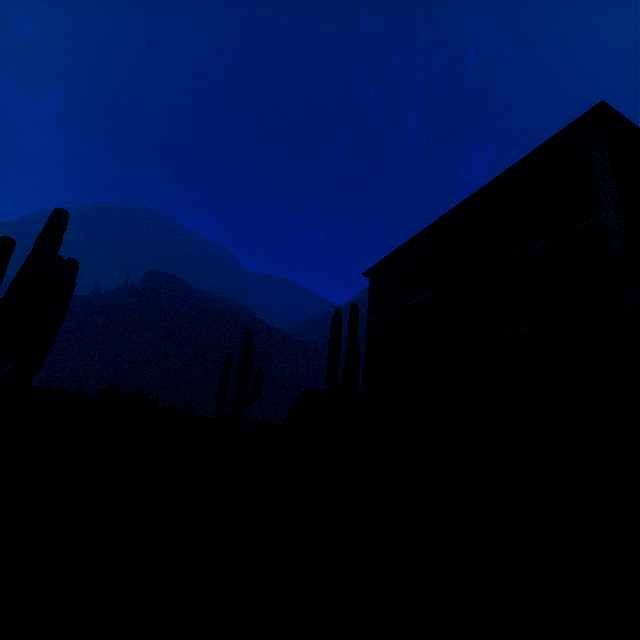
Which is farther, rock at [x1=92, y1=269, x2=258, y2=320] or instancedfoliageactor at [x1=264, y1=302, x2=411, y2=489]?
Answer: rock at [x1=92, y1=269, x2=258, y2=320]

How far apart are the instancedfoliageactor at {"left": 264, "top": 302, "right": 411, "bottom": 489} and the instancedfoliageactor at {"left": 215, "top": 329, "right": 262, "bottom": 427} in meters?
4.9 m

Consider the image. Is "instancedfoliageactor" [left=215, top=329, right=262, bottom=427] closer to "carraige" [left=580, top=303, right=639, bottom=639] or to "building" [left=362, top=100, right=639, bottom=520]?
"building" [left=362, top=100, right=639, bottom=520]

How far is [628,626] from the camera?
1.6 meters

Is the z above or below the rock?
below

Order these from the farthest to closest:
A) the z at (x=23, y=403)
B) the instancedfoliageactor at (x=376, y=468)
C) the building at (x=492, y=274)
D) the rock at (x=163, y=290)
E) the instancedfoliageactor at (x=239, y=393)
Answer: the rock at (x=163, y=290), the instancedfoliageactor at (x=239, y=393), the building at (x=492, y=274), the instancedfoliageactor at (x=376, y=468), the z at (x=23, y=403)

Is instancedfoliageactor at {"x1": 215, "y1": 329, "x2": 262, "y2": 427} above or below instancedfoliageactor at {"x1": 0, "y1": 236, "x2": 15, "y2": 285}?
below

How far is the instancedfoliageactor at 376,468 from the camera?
4.9 meters
